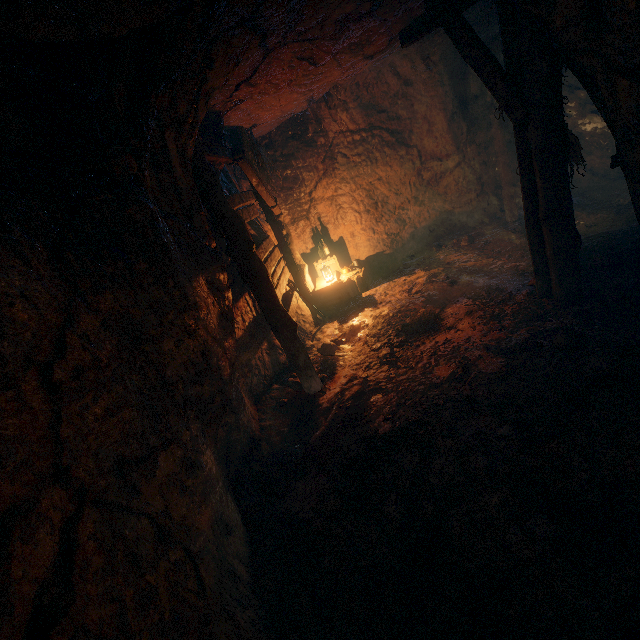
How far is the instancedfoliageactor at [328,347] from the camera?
6.3m

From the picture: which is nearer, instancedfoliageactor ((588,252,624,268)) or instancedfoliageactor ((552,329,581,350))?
instancedfoliageactor ((552,329,581,350))

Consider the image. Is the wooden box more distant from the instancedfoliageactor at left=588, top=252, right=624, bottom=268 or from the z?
the instancedfoliageactor at left=588, top=252, right=624, bottom=268

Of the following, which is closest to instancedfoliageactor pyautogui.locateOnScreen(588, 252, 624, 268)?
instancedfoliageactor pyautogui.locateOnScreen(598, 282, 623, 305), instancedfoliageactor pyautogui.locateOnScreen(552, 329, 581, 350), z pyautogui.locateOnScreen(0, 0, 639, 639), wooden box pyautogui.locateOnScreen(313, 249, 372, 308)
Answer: z pyautogui.locateOnScreen(0, 0, 639, 639)

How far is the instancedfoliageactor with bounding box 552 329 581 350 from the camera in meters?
3.8

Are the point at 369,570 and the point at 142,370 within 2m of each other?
no

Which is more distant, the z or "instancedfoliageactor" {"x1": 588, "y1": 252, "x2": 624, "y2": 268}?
"instancedfoliageactor" {"x1": 588, "y1": 252, "x2": 624, "y2": 268}

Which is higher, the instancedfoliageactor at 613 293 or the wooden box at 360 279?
the wooden box at 360 279
